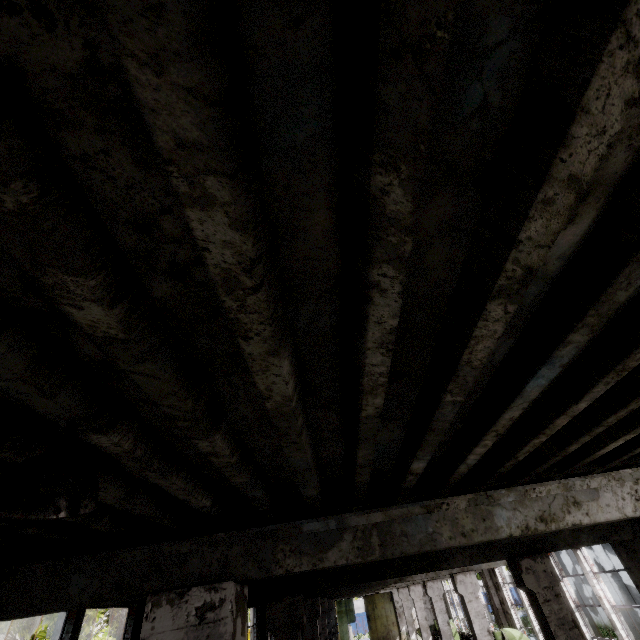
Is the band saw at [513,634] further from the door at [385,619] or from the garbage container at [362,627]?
the garbage container at [362,627]

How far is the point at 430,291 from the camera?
1.5 meters

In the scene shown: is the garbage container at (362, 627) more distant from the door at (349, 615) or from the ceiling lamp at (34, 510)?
the ceiling lamp at (34, 510)

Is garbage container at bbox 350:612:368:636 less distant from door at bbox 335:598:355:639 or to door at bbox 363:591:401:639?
door at bbox 335:598:355:639

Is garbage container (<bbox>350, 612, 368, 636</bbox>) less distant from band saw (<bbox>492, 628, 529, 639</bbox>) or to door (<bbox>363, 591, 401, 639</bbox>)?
door (<bbox>363, 591, 401, 639</bbox>)

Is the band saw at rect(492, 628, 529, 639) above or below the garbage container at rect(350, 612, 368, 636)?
above

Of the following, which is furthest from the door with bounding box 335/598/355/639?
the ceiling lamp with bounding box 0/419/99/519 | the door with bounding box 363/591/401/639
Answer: the ceiling lamp with bounding box 0/419/99/519

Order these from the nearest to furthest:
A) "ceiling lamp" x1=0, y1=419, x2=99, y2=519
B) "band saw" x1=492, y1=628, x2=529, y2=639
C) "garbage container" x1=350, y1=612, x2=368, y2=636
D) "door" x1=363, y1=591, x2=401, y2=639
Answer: "ceiling lamp" x1=0, y1=419, x2=99, y2=519 → "band saw" x1=492, y1=628, x2=529, y2=639 → "door" x1=363, y1=591, x2=401, y2=639 → "garbage container" x1=350, y1=612, x2=368, y2=636
